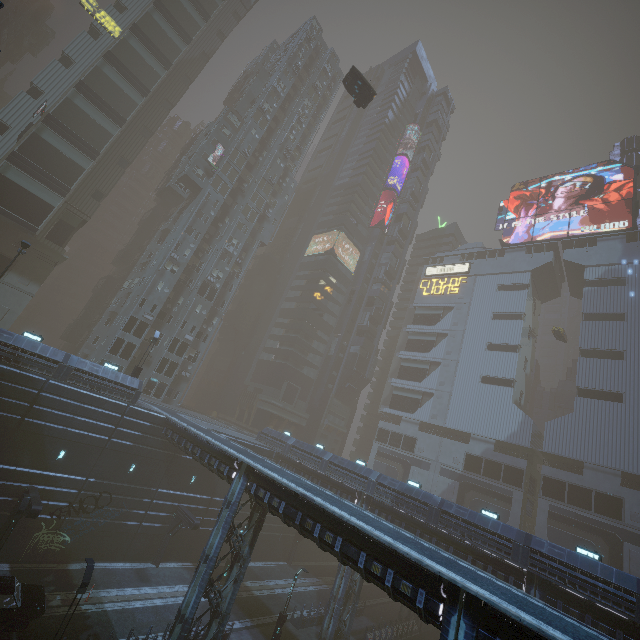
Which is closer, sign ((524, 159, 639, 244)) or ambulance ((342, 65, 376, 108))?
ambulance ((342, 65, 376, 108))

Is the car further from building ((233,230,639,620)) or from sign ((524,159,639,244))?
sign ((524,159,639,244))

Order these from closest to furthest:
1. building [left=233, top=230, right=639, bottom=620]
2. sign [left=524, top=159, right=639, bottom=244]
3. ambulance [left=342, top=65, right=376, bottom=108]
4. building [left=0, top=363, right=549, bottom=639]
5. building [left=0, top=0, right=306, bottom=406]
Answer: building [left=0, top=363, right=549, bottom=639]
building [left=233, top=230, right=639, bottom=620]
ambulance [left=342, top=65, right=376, bottom=108]
building [left=0, top=0, right=306, bottom=406]
sign [left=524, top=159, right=639, bottom=244]

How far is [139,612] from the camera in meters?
22.3 m

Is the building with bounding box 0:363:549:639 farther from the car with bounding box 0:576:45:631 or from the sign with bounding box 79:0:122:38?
the car with bounding box 0:576:45:631

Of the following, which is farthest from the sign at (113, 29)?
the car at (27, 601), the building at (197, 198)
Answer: the car at (27, 601)

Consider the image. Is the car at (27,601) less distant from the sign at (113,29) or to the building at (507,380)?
the building at (507,380)

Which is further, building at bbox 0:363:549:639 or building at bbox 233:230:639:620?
building at bbox 233:230:639:620
